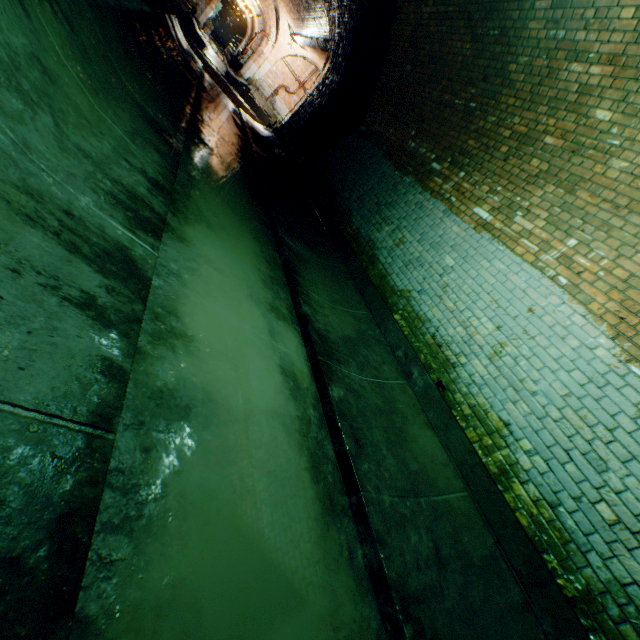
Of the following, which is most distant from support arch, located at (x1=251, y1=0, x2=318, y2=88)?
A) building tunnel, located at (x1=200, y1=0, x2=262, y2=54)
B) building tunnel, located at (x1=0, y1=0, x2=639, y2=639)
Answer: building tunnel, located at (x1=0, y1=0, x2=639, y2=639)

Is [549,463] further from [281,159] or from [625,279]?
[281,159]

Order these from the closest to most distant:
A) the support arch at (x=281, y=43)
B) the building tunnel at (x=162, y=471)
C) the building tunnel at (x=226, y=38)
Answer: the building tunnel at (x=162, y=471), the support arch at (x=281, y=43), the building tunnel at (x=226, y=38)

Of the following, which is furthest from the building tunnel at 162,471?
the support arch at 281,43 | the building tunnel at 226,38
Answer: the building tunnel at 226,38

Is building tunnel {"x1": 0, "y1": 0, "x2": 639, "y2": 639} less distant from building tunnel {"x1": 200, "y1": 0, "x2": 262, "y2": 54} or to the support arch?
the support arch

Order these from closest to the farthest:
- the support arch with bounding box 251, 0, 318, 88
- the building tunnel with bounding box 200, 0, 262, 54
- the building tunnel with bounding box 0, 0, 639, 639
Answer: the building tunnel with bounding box 0, 0, 639, 639
the support arch with bounding box 251, 0, 318, 88
the building tunnel with bounding box 200, 0, 262, 54
